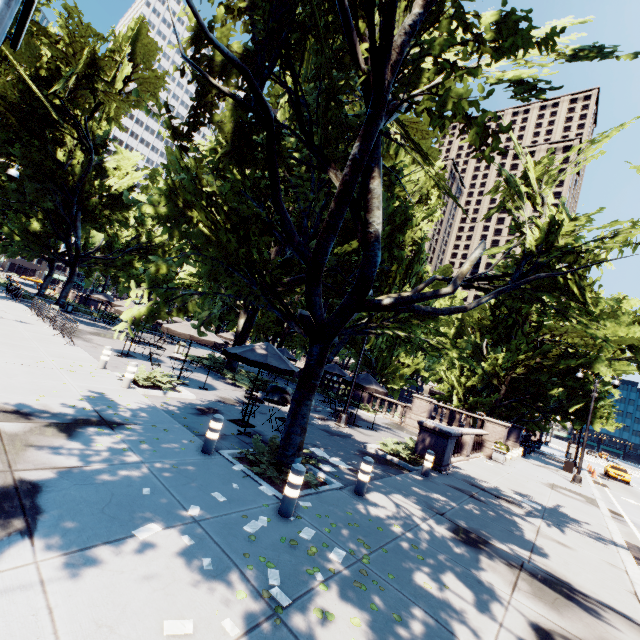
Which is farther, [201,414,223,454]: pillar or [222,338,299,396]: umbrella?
[222,338,299,396]: umbrella

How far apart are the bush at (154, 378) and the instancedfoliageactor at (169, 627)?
9.8 meters

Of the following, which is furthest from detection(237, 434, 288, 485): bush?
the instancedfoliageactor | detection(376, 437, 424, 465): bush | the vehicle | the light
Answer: the vehicle

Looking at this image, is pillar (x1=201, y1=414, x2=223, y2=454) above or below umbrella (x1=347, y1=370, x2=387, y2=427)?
below

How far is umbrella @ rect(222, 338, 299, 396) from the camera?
10.4 meters

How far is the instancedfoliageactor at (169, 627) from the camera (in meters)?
3.01

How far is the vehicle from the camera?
33.2m

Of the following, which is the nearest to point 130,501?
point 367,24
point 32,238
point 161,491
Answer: point 161,491
